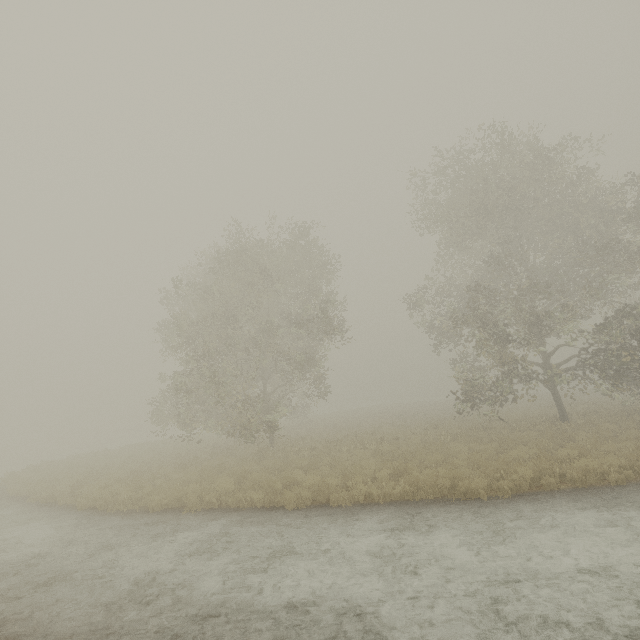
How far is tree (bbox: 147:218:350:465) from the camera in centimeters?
1733cm

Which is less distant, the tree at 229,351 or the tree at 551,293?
the tree at 551,293

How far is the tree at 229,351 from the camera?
17.33m

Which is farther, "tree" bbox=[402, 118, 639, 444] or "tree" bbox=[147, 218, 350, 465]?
"tree" bbox=[147, 218, 350, 465]

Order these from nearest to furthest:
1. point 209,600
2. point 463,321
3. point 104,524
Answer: point 209,600 < point 104,524 < point 463,321
